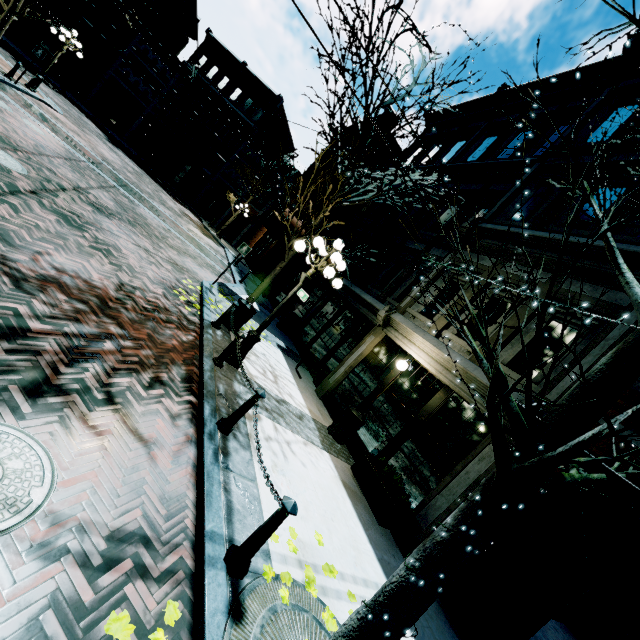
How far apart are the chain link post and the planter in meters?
3.6 m

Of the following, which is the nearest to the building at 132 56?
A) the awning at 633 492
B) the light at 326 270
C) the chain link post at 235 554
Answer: the awning at 633 492

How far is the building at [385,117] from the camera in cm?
2244

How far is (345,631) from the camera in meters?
2.6 m

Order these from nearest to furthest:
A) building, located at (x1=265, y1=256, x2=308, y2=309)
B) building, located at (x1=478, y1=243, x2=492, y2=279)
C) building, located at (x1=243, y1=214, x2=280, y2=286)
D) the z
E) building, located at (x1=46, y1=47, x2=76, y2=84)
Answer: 1. building, located at (x1=478, y1=243, x2=492, y2=279)
2. the z
3. building, located at (x1=265, y1=256, x2=308, y2=309)
4. building, located at (x1=243, y1=214, x2=280, y2=286)
5. building, located at (x1=46, y1=47, x2=76, y2=84)

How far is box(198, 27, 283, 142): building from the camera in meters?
32.9

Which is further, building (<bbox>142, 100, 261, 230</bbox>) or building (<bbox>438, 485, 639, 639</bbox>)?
building (<bbox>142, 100, 261, 230</bbox>)

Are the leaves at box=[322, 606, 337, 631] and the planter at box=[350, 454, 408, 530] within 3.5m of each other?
yes
